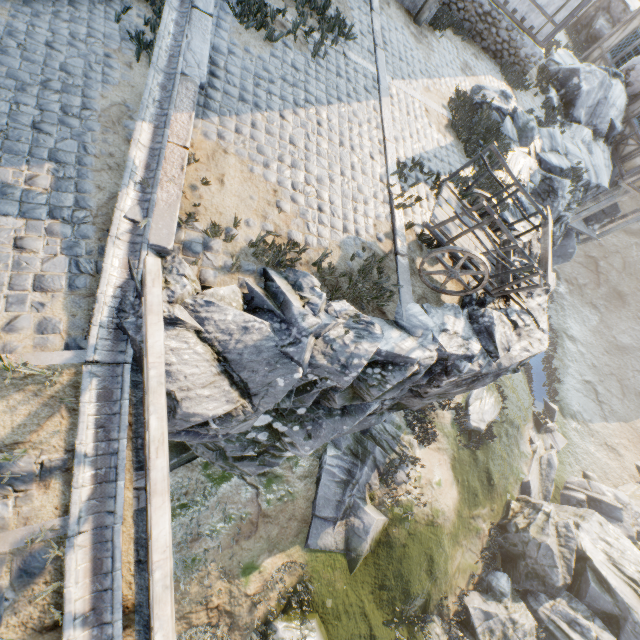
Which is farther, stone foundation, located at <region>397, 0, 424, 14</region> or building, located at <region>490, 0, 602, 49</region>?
building, located at <region>490, 0, 602, 49</region>

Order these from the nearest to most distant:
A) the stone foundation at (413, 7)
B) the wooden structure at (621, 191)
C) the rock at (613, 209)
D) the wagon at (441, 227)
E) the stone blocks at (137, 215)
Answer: the stone blocks at (137, 215) → the wagon at (441, 227) → the stone foundation at (413, 7) → the wooden structure at (621, 191) → the rock at (613, 209)

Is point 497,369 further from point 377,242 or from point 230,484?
point 230,484

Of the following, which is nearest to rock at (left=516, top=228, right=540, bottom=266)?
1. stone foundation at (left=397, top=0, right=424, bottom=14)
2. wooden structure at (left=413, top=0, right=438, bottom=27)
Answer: stone foundation at (left=397, top=0, right=424, bottom=14)

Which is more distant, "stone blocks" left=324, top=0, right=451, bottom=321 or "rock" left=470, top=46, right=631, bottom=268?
"rock" left=470, top=46, right=631, bottom=268

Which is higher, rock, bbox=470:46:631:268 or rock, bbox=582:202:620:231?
rock, bbox=470:46:631:268

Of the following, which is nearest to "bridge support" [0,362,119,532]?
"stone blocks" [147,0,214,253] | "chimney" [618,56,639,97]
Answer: "stone blocks" [147,0,214,253]

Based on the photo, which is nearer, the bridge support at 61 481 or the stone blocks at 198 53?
the bridge support at 61 481
